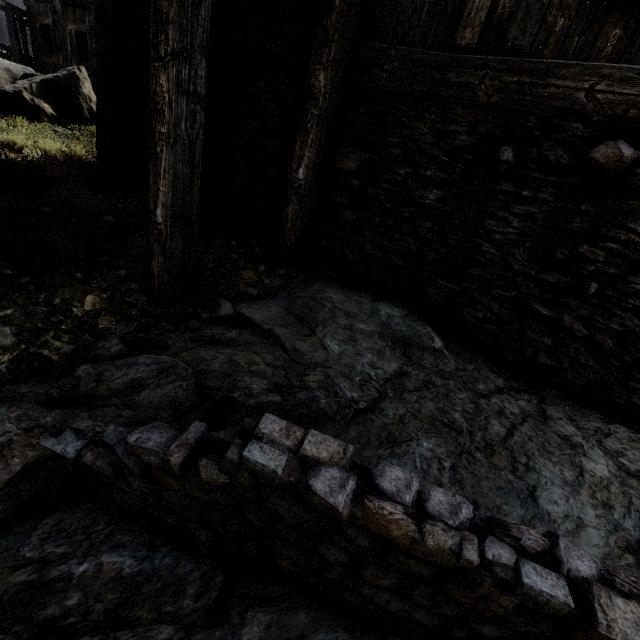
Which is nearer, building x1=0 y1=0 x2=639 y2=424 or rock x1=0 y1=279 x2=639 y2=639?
rock x1=0 y1=279 x2=639 y2=639

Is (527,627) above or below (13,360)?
above

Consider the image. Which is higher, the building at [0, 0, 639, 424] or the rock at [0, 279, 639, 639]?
the building at [0, 0, 639, 424]

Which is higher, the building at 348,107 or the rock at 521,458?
the building at 348,107

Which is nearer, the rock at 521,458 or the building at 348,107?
the rock at 521,458
